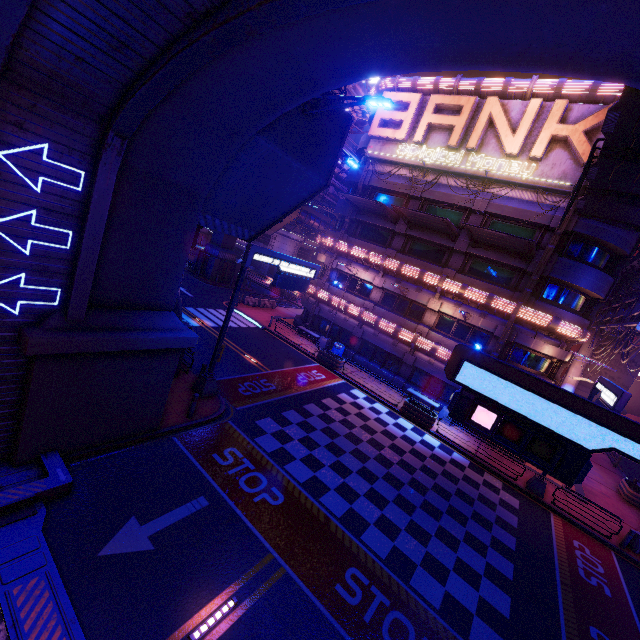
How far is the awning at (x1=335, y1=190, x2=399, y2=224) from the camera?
23.6m

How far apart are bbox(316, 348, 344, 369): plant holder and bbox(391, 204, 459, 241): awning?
11.49m

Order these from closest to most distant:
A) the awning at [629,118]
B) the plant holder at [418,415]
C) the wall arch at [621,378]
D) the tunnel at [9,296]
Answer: the tunnel at [9,296]
the awning at [629,118]
the plant holder at [418,415]
the wall arch at [621,378]

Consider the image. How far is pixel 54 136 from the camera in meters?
6.7 m

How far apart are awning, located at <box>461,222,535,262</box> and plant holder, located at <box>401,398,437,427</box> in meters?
11.5 m

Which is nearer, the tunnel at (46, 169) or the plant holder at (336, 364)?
the tunnel at (46, 169)

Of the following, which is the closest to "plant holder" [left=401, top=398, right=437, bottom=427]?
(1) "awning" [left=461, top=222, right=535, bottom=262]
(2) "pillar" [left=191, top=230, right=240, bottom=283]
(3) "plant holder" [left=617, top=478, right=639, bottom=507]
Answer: (1) "awning" [left=461, top=222, right=535, bottom=262]

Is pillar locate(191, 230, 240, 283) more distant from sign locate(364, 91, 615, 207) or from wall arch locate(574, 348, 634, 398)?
wall arch locate(574, 348, 634, 398)
